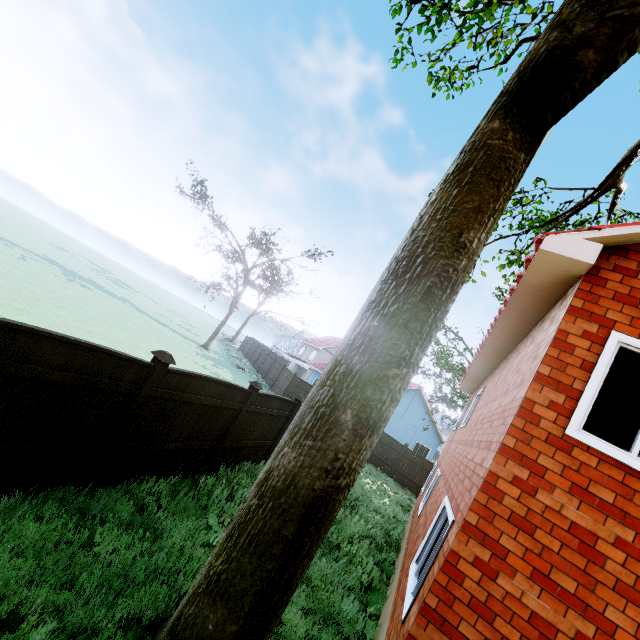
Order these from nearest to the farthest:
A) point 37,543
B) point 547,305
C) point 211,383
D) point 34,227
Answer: point 37,543 → point 547,305 → point 211,383 → point 34,227

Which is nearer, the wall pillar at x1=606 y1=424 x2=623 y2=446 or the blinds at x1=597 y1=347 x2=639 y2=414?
the blinds at x1=597 y1=347 x2=639 y2=414

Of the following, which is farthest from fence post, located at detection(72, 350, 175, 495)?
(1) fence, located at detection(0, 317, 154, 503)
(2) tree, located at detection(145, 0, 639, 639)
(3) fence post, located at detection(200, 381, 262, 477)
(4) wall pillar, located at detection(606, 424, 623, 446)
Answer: (2) tree, located at detection(145, 0, 639, 639)

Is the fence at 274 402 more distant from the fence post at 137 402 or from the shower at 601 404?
the shower at 601 404

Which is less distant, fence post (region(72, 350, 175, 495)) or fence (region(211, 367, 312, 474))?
fence post (region(72, 350, 175, 495))

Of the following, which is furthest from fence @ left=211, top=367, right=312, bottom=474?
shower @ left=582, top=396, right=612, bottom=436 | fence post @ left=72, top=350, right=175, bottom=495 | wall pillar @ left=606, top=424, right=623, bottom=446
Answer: wall pillar @ left=606, top=424, right=623, bottom=446

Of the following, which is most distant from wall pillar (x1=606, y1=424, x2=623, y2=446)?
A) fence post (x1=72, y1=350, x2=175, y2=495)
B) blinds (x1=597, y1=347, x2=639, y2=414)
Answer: fence post (x1=72, y1=350, x2=175, y2=495)

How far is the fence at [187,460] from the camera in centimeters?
537cm
